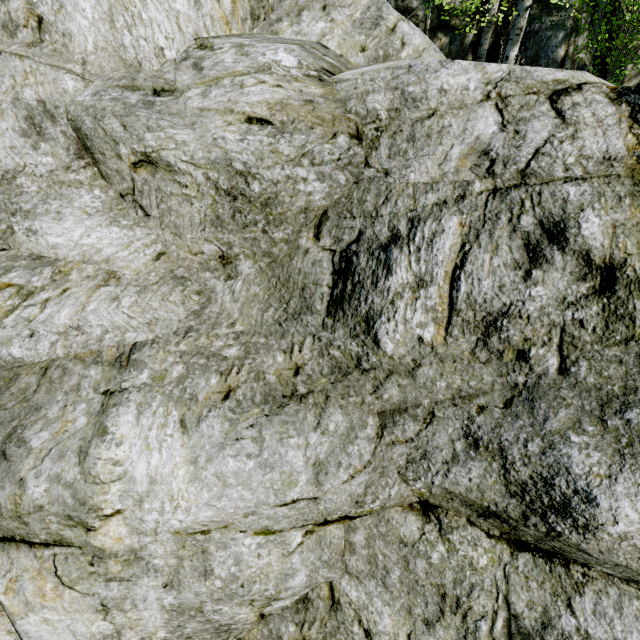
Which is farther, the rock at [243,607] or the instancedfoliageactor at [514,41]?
the instancedfoliageactor at [514,41]

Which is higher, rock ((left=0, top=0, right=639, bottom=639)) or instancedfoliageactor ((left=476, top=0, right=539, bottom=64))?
instancedfoliageactor ((left=476, top=0, right=539, bottom=64))

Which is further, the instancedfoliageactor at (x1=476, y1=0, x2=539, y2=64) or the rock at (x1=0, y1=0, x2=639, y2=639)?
the instancedfoliageactor at (x1=476, y1=0, x2=539, y2=64)

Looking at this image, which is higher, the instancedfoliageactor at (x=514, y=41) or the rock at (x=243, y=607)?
the instancedfoliageactor at (x=514, y=41)

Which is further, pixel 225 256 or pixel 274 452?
pixel 225 256
